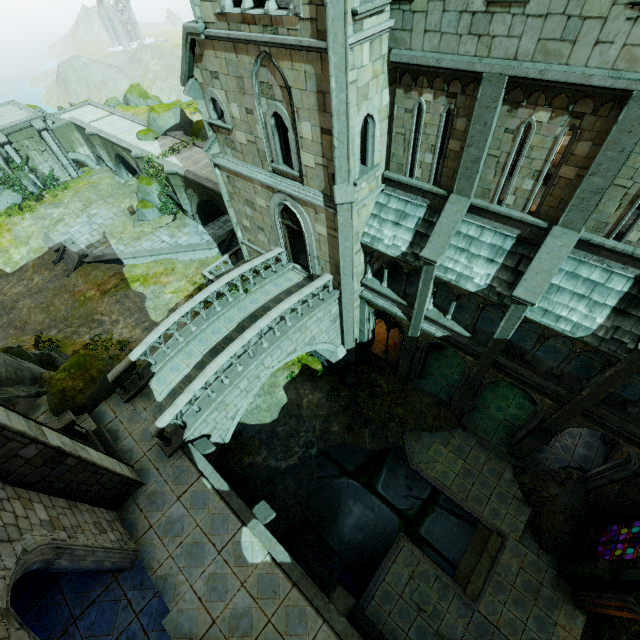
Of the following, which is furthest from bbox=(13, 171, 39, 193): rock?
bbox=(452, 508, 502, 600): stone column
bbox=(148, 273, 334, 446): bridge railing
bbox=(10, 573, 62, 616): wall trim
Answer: bbox=(452, 508, 502, 600): stone column

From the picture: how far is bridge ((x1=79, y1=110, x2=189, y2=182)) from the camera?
27.39m

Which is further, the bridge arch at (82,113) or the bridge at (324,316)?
the bridge arch at (82,113)

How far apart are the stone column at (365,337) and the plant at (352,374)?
Result: 1.23m

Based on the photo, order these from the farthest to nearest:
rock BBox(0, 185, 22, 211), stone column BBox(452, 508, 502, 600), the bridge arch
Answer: the bridge arch < rock BBox(0, 185, 22, 211) < stone column BBox(452, 508, 502, 600)

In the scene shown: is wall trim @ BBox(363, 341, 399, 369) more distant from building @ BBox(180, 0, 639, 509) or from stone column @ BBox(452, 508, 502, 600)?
stone column @ BBox(452, 508, 502, 600)

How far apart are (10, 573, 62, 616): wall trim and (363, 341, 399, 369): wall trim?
15.0m

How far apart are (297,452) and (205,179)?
19.2 meters
